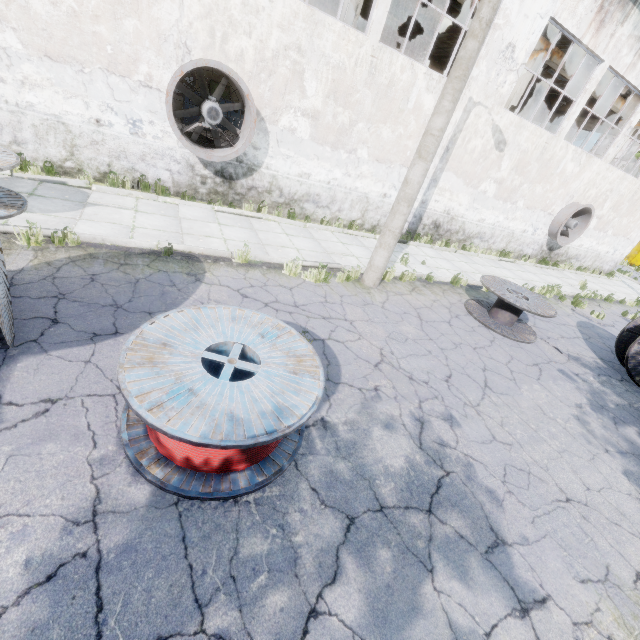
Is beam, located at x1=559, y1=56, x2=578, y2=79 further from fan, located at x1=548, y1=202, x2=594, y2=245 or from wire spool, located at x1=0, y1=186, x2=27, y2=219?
wire spool, located at x1=0, y1=186, x2=27, y2=219

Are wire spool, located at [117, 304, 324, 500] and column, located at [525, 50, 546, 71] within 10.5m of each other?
no

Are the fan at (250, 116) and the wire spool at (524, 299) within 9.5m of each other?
yes

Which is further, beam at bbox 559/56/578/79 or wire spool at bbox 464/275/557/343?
beam at bbox 559/56/578/79

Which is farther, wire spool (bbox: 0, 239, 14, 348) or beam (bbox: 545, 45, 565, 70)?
beam (bbox: 545, 45, 565, 70)

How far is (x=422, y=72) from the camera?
10.0m

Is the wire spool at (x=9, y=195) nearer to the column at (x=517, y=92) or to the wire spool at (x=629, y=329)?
the wire spool at (x=629, y=329)

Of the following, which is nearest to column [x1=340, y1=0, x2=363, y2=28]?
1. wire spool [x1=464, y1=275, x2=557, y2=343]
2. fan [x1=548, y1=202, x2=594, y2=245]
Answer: wire spool [x1=464, y1=275, x2=557, y2=343]
